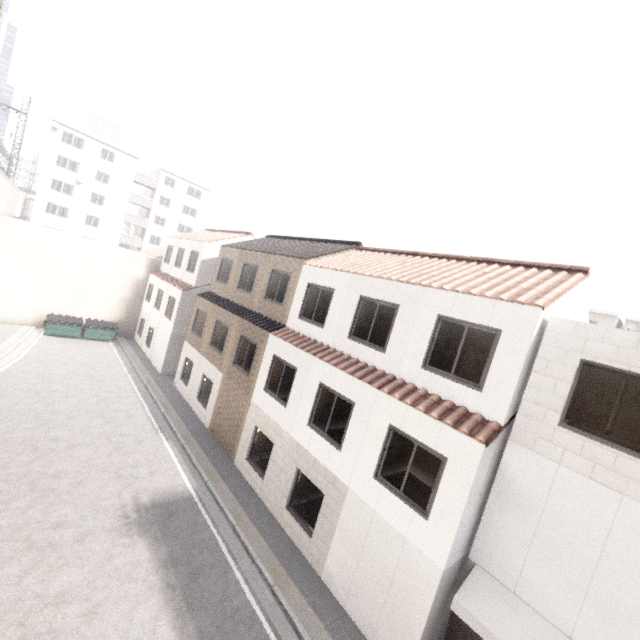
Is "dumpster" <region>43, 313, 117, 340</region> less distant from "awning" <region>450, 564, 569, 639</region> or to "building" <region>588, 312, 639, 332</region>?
"awning" <region>450, 564, 569, 639</region>

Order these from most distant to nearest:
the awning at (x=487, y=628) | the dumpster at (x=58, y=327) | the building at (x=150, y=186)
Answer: the building at (x=150, y=186) < the dumpster at (x=58, y=327) < the awning at (x=487, y=628)

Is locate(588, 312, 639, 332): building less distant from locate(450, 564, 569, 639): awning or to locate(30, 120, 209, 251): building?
locate(450, 564, 569, 639): awning

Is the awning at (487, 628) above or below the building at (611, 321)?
below

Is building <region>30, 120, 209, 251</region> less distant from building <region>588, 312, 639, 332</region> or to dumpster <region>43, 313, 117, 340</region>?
dumpster <region>43, 313, 117, 340</region>

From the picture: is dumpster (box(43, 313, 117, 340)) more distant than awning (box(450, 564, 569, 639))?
Yes

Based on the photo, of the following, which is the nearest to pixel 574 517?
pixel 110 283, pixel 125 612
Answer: pixel 125 612

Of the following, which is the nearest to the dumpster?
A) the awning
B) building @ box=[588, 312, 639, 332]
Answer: the awning
